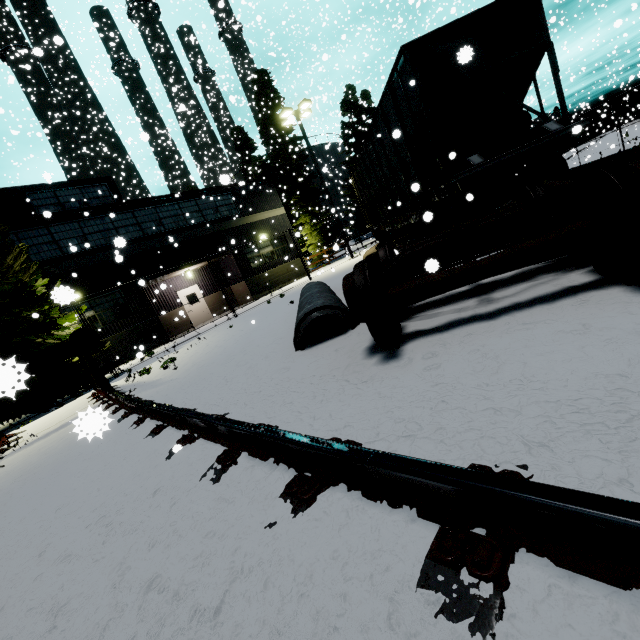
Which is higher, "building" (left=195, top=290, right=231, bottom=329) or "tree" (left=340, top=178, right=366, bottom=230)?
"tree" (left=340, top=178, right=366, bottom=230)

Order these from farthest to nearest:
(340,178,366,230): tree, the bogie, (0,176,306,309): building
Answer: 1. (340,178,366,230): tree
2. (0,176,306,309): building
3. the bogie

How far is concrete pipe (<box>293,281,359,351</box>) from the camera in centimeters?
467cm

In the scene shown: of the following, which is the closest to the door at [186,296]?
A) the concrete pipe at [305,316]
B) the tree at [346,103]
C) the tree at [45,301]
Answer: the tree at [45,301]

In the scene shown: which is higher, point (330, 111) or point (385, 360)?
point (330, 111)

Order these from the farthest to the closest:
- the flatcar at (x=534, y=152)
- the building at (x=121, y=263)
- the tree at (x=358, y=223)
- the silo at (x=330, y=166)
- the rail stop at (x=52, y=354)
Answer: the silo at (x=330, y=166) → the tree at (x=358, y=223) → the building at (x=121, y=263) → the flatcar at (x=534, y=152) → the rail stop at (x=52, y=354)

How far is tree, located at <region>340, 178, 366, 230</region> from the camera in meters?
36.1

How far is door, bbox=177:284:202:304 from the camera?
20.6 meters
